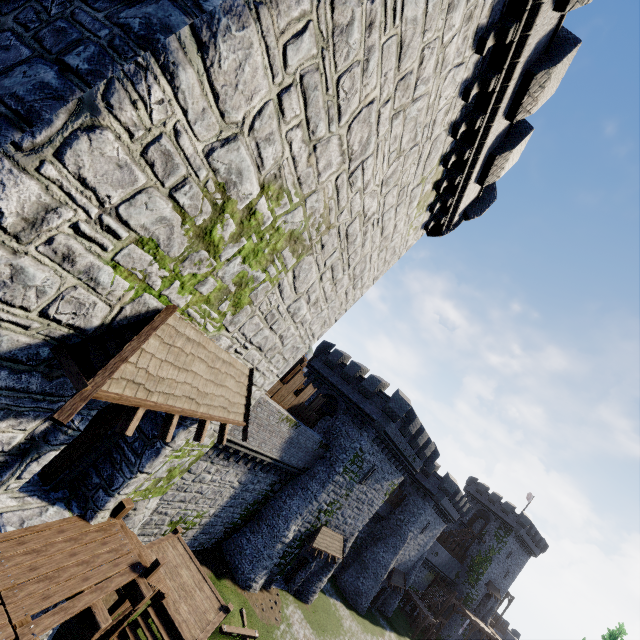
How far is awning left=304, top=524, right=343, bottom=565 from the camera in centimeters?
2425cm

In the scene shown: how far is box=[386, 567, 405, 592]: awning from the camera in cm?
3638

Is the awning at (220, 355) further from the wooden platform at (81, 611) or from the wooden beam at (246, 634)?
the wooden beam at (246, 634)

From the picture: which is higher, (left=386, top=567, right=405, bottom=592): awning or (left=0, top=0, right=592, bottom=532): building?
(left=0, top=0, right=592, bottom=532): building

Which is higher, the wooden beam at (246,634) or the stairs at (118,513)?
the stairs at (118,513)

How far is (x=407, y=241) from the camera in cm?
1192

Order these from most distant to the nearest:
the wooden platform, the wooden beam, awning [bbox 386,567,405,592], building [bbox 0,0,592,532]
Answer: awning [bbox 386,567,405,592] < the wooden beam < the wooden platform < building [bbox 0,0,592,532]

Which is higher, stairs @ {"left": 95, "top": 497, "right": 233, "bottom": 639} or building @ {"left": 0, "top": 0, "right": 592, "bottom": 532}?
building @ {"left": 0, "top": 0, "right": 592, "bottom": 532}
